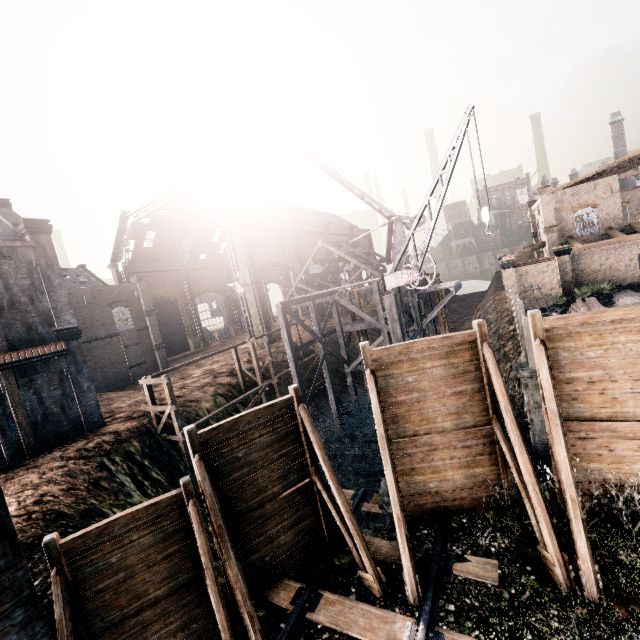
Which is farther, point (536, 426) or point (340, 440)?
point (340, 440)

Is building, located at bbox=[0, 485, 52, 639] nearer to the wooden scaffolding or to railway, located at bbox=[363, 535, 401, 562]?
railway, located at bbox=[363, 535, 401, 562]

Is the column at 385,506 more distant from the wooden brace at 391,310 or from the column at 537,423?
the column at 537,423

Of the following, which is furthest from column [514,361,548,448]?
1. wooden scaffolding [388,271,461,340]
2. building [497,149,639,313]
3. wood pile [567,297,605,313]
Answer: building [497,149,639,313]

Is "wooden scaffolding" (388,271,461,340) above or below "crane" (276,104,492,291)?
below

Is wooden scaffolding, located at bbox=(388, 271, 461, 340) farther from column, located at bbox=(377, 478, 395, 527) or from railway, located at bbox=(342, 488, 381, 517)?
railway, located at bbox=(342, 488, 381, 517)

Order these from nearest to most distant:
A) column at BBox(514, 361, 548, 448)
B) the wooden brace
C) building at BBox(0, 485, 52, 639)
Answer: building at BBox(0, 485, 52, 639), column at BBox(514, 361, 548, 448), the wooden brace

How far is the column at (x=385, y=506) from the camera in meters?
10.3
